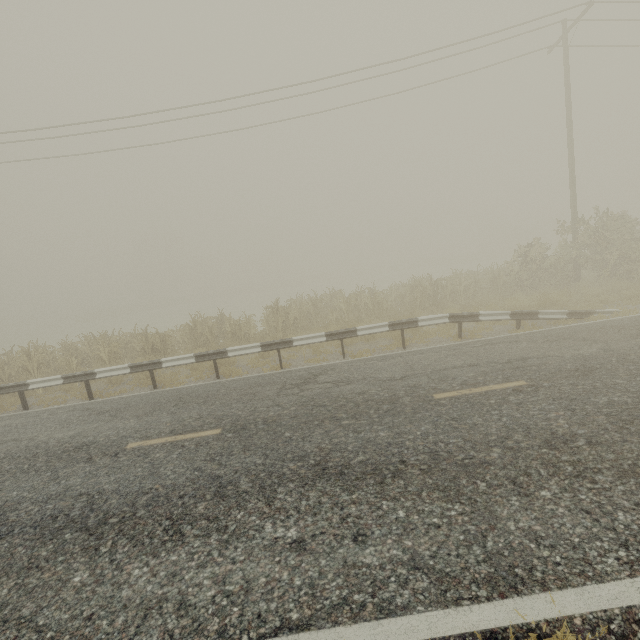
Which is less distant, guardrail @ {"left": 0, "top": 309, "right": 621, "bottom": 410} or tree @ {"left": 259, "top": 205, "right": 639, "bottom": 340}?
guardrail @ {"left": 0, "top": 309, "right": 621, "bottom": 410}

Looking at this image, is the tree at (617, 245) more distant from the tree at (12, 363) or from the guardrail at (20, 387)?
the tree at (12, 363)

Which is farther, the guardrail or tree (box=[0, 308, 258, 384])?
tree (box=[0, 308, 258, 384])

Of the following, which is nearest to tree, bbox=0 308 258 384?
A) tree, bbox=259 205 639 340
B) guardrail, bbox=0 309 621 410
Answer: guardrail, bbox=0 309 621 410

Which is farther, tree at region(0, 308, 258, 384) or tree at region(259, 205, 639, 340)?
tree at region(259, 205, 639, 340)

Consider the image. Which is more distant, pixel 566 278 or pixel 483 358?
pixel 566 278

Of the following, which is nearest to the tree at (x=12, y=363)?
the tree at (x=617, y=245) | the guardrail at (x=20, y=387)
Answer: the guardrail at (x=20, y=387)
